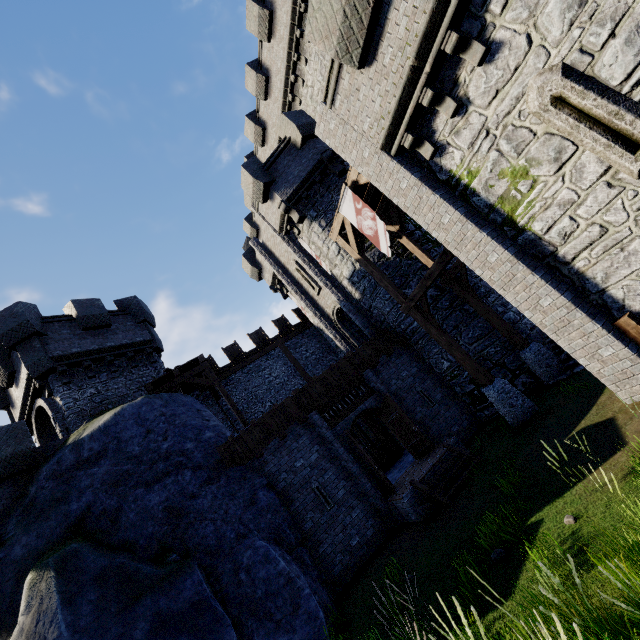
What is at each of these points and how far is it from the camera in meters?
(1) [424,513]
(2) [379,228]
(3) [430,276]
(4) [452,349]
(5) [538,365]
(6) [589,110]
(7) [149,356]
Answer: (1) rock, 9.4 m
(2) flag, 11.0 m
(3) wooden beam, 10.6 m
(4) wooden post, 11.3 m
(5) stone base, 11.7 m
(6) window slit, 5.6 m
(7) building tower, 17.8 m

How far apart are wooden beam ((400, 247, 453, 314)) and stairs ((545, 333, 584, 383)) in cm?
522

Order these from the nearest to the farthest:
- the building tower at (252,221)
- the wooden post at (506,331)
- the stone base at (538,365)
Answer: the stone base at (538,365), the wooden post at (506,331), the building tower at (252,221)

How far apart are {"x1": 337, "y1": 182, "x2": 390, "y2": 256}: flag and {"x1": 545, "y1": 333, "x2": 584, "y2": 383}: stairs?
6.99m

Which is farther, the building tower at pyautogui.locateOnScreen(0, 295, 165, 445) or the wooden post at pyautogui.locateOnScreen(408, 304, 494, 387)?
the building tower at pyautogui.locateOnScreen(0, 295, 165, 445)

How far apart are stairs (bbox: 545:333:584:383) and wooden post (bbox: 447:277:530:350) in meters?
0.8

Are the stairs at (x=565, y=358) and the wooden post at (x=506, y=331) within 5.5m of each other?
yes

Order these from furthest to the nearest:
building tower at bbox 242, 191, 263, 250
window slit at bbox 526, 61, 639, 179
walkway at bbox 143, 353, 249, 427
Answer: building tower at bbox 242, 191, 263, 250, walkway at bbox 143, 353, 249, 427, window slit at bbox 526, 61, 639, 179
